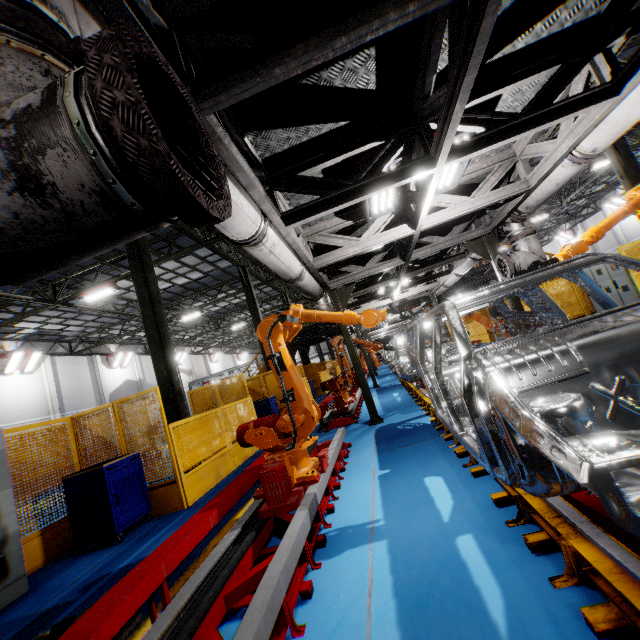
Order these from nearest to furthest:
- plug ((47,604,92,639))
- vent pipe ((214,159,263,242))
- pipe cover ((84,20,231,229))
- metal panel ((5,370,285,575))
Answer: pipe cover ((84,20,231,229)) < plug ((47,604,92,639)) < vent pipe ((214,159,263,242)) < metal panel ((5,370,285,575))

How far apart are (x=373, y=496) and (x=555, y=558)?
2.0 meters

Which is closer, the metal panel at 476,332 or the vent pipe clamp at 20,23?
the vent pipe clamp at 20,23

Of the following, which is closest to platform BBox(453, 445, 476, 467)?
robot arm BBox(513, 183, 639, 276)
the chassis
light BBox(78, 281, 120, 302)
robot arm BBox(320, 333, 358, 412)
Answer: the chassis

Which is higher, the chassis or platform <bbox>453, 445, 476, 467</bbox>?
the chassis

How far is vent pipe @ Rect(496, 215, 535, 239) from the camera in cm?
670

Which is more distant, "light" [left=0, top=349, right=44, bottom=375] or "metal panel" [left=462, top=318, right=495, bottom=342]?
"metal panel" [left=462, top=318, right=495, bottom=342]

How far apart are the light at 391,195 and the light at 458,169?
0.4m
